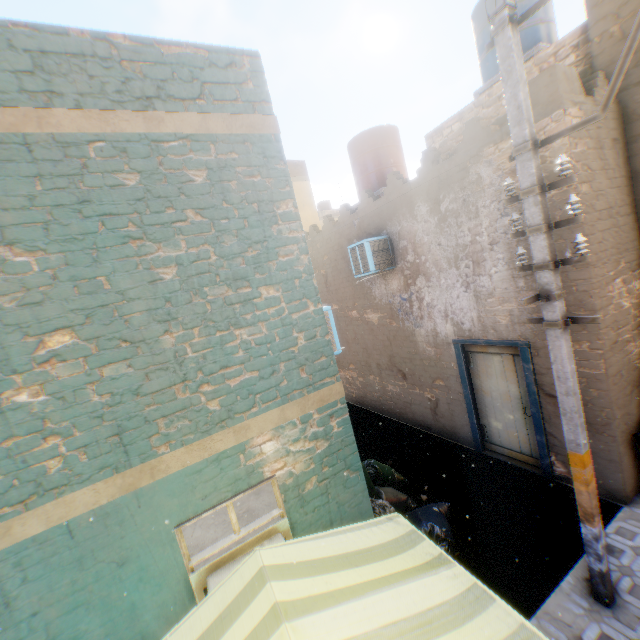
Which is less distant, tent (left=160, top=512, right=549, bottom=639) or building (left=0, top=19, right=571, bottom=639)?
tent (left=160, top=512, right=549, bottom=639)

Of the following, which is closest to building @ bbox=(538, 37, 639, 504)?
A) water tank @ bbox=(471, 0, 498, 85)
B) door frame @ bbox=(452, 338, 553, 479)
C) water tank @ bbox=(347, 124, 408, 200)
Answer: door frame @ bbox=(452, 338, 553, 479)

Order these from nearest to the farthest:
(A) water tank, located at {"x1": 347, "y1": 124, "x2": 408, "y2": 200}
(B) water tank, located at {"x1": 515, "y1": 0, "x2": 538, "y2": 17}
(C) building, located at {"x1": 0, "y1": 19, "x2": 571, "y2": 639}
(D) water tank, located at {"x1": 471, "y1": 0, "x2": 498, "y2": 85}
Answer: (C) building, located at {"x1": 0, "y1": 19, "x2": 571, "y2": 639}
(B) water tank, located at {"x1": 515, "y1": 0, "x2": 538, "y2": 17}
(D) water tank, located at {"x1": 471, "y1": 0, "x2": 498, "y2": 85}
(A) water tank, located at {"x1": 347, "y1": 124, "x2": 408, "y2": 200}

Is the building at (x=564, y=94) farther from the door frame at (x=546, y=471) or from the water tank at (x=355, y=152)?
the water tank at (x=355, y=152)

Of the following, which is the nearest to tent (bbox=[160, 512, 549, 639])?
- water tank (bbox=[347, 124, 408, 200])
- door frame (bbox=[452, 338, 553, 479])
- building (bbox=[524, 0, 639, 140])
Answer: building (bbox=[524, 0, 639, 140])

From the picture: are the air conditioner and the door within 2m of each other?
yes

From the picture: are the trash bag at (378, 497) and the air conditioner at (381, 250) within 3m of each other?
yes

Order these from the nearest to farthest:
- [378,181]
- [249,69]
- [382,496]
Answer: [249,69]
[382,496]
[378,181]
